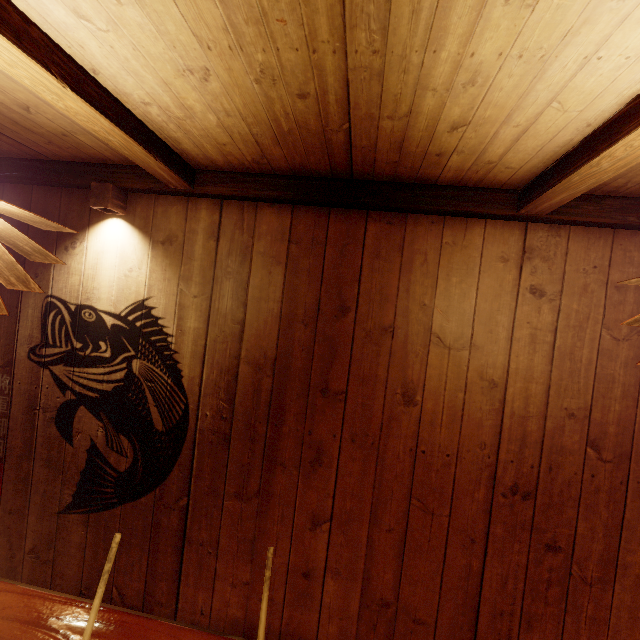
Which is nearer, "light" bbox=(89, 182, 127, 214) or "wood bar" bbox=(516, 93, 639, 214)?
"wood bar" bbox=(516, 93, 639, 214)

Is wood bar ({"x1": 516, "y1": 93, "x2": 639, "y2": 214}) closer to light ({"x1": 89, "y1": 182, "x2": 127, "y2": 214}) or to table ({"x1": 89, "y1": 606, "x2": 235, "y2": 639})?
table ({"x1": 89, "y1": 606, "x2": 235, "y2": 639})

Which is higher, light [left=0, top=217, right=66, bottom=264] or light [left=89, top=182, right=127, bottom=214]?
light [left=89, top=182, right=127, bottom=214]

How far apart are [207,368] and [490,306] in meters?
3.1 m

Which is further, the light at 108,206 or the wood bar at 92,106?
the light at 108,206

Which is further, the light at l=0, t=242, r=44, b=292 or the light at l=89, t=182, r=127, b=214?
the light at l=89, t=182, r=127, b=214

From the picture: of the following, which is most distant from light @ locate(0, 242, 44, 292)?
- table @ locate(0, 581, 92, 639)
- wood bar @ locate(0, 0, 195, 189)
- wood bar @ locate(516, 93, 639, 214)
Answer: wood bar @ locate(516, 93, 639, 214)

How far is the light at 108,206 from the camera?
3.6 meters
